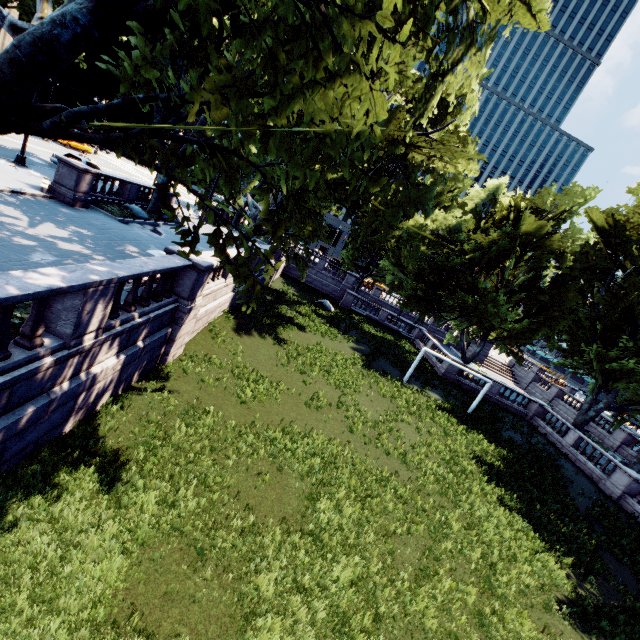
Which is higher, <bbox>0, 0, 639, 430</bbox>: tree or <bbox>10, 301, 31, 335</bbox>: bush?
<bbox>0, 0, 639, 430</bbox>: tree

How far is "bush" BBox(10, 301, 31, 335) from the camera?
6.60m

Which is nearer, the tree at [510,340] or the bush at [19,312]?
the tree at [510,340]

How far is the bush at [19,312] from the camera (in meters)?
6.60

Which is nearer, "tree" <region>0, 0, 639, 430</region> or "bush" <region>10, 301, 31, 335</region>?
"tree" <region>0, 0, 639, 430</region>

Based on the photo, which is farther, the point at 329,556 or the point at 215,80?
the point at 329,556
